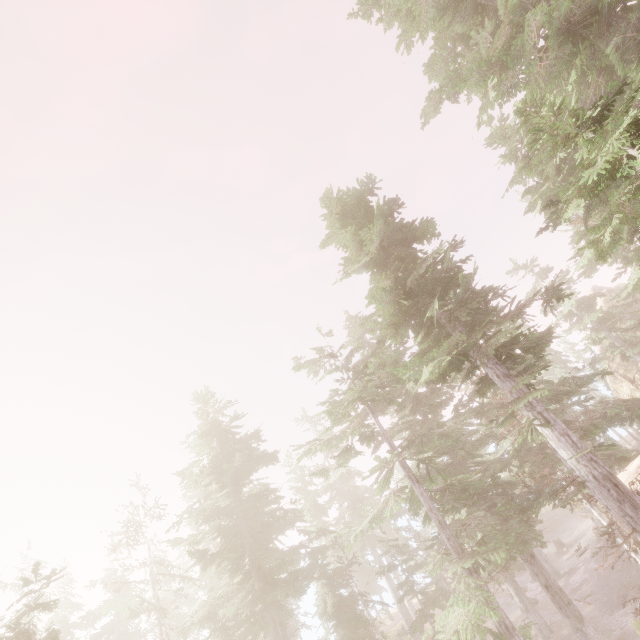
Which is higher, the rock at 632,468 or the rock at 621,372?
the rock at 621,372

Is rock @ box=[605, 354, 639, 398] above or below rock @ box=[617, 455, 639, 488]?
above

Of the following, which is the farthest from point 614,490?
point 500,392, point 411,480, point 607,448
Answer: point 500,392

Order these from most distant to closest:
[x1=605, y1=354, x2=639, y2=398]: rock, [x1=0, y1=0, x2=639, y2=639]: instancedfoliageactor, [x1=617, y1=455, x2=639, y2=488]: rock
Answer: [x1=605, y1=354, x2=639, y2=398]: rock
[x1=617, y1=455, x2=639, y2=488]: rock
[x1=0, y1=0, x2=639, y2=639]: instancedfoliageactor

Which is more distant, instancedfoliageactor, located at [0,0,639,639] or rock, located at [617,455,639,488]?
rock, located at [617,455,639,488]

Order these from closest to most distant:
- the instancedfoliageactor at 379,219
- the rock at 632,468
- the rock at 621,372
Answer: the instancedfoliageactor at 379,219 < the rock at 632,468 < the rock at 621,372

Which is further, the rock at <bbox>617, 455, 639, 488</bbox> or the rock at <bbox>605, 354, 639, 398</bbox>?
the rock at <bbox>605, 354, 639, 398</bbox>
